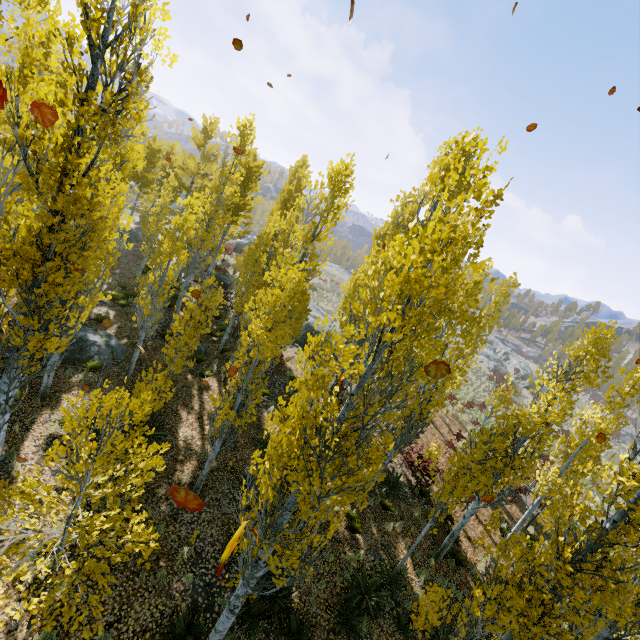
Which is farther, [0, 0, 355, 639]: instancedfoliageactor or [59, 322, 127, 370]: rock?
[59, 322, 127, 370]: rock

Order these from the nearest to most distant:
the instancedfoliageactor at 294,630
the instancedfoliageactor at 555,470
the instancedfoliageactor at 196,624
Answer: the instancedfoliageactor at 555,470 → the instancedfoliageactor at 196,624 → the instancedfoliageactor at 294,630

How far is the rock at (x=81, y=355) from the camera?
12.49m

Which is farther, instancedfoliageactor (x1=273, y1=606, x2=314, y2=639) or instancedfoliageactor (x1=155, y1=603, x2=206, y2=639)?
instancedfoliageactor (x1=273, y1=606, x2=314, y2=639)

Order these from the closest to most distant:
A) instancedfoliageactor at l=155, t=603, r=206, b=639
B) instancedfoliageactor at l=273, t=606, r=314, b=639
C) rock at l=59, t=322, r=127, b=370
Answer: instancedfoliageactor at l=155, t=603, r=206, b=639 < instancedfoliageactor at l=273, t=606, r=314, b=639 < rock at l=59, t=322, r=127, b=370

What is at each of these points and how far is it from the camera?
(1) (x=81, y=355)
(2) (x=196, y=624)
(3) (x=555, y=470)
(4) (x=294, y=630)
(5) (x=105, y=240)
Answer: (1) rock, 12.62m
(2) instancedfoliageactor, 7.21m
(3) instancedfoliageactor, 12.81m
(4) instancedfoliageactor, 7.88m
(5) instancedfoliageactor, 8.84m

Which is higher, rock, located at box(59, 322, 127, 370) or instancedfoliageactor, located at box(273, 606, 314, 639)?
rock, located at box(59, 322, 127, 370)

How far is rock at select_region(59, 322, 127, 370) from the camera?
12.5m
